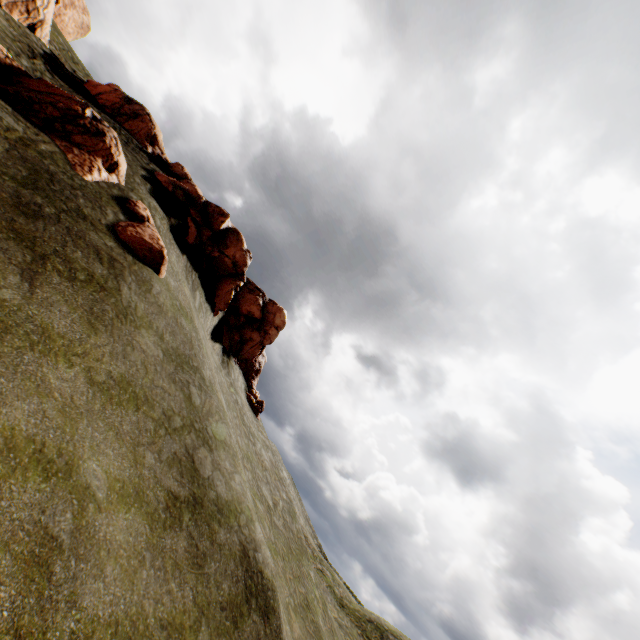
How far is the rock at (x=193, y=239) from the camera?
23.3m

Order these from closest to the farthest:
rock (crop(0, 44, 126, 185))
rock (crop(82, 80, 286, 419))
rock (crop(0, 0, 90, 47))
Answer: rock (crop(0, 44, 126, 185))
rock (crop(0, 0, 90, 47))
rock (crop(82, 80, 286, 419))

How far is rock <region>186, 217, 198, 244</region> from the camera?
23.3 meters

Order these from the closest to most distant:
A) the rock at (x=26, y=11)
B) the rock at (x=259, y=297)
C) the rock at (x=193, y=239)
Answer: the rock at (x=26, y=11), the rock at (x=193, y=239), the rock at (x=259, y=297)

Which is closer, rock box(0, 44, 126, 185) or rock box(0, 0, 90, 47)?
rock box(0, 44, 126, 185)

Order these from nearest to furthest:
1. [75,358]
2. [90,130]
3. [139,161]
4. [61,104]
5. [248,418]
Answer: [75,358]
[61,104]
[90,130]
[139,161]
[248,418]

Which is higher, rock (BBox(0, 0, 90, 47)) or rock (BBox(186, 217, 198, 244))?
rock (BBox(0, 0, 90, 47))
